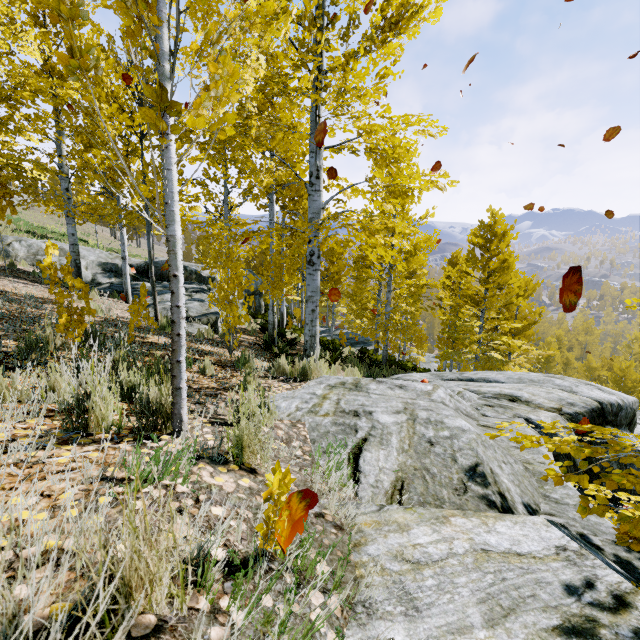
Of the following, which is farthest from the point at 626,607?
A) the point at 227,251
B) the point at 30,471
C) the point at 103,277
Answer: the point at 103,277

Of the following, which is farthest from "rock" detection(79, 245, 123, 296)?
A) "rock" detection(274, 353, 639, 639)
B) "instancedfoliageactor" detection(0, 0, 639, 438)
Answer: "rock" detection(274, 353, 639, 639)

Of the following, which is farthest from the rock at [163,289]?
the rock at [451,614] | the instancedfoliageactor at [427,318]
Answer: the rock at [451,614]

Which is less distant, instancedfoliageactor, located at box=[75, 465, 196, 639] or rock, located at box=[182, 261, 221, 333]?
instancedfoliageactor, located at box=[75, 465, 196, 639]

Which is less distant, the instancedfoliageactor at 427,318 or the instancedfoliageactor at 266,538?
the instancedfoliageactor at 266,538

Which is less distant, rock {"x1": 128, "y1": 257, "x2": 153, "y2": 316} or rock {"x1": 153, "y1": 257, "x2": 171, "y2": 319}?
rock {"x1": 153, "y1": 257, "x2": 171, "y2": 319}

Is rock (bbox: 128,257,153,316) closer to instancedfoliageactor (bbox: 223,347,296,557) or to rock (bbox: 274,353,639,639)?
instancedfoliageactor (bbox: 223,347,296,557)
